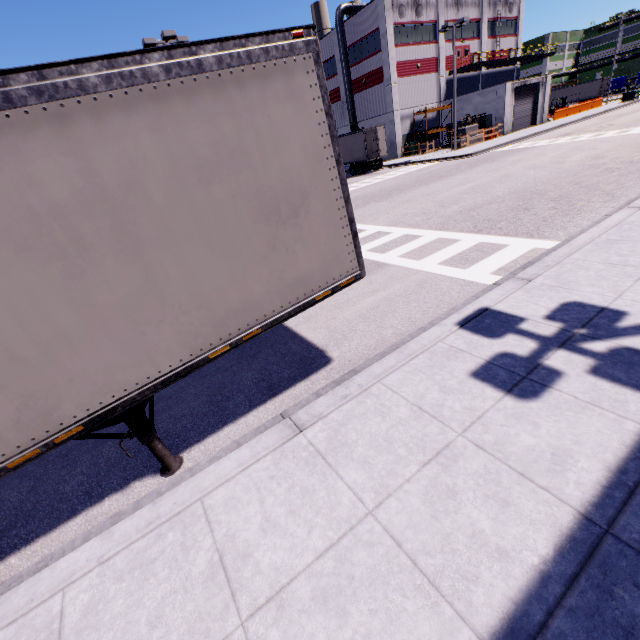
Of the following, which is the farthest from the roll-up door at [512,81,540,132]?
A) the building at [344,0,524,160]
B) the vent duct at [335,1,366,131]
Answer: the vent duct at [335,1,366,131]

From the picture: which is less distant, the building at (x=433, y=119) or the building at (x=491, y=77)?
the building at (x=491, y=77)

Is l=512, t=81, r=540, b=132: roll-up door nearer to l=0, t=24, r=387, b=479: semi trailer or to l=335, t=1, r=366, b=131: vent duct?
l=0, t=24, r=387, b=479: semi trailer

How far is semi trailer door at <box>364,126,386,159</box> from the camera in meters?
30.7 m

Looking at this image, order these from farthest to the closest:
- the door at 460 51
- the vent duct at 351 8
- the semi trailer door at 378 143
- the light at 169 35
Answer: the door at 460 51 → the vent duct at 351 8 → the semi trailer door at 378 143 → the light at 169 35

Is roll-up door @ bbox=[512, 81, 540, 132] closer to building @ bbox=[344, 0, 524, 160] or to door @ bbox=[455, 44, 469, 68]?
building @ bbox=[344, 0, 524, 160]

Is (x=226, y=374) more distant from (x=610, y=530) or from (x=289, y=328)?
(x=610, y=530)

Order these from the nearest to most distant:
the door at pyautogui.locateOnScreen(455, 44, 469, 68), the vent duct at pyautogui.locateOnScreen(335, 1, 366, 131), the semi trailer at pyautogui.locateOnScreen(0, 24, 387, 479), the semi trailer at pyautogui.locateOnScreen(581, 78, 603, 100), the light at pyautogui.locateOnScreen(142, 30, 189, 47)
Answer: the semi trailer at pyautogui.locateOnScreen(0, 24, 387, 479)
the light at pyautogui.locateOnScreen(142, 30, 189, 47)
the vent duct at pyautogui.locateOnScreen(335, 1, 366, 131)
the door at pyautogui.locateOnScreen(455, 44, 469, 68)
the semi trailer at pyautogui.locateOnScreen(581, 78, 603, 100)
